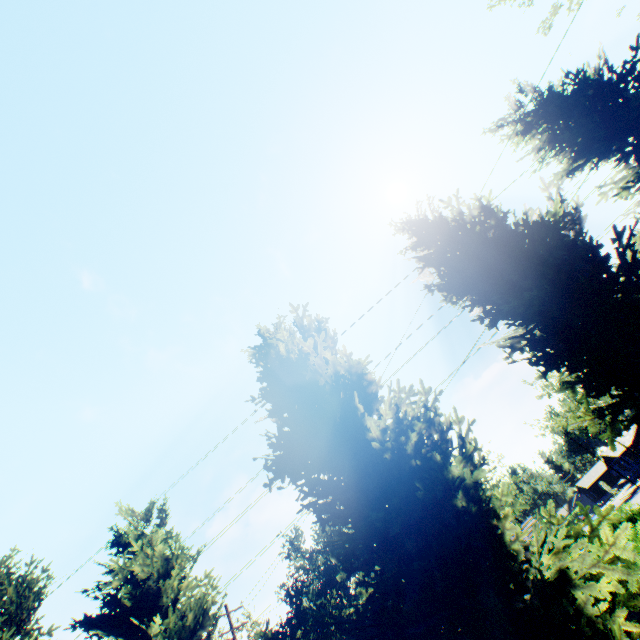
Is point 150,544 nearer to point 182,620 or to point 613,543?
point 182,620

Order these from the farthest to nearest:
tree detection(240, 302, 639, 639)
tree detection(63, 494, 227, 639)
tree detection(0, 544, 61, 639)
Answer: tree detection(0, 544, 61, 639) → tree detection(63, 494, 227, 639) → tree detection(240, 302, 639, 639)

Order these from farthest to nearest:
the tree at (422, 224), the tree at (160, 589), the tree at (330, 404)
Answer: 1. the tree at (160, 589)
2. the tree at (422, 224)
3. the tree at (330, 404)

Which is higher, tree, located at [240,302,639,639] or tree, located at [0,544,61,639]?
tree, located at [0,544,61,639]

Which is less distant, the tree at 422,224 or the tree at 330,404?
the tree at 330,404

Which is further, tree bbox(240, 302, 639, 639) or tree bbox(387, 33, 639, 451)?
tree bbox(387, 33, 639, 451)
